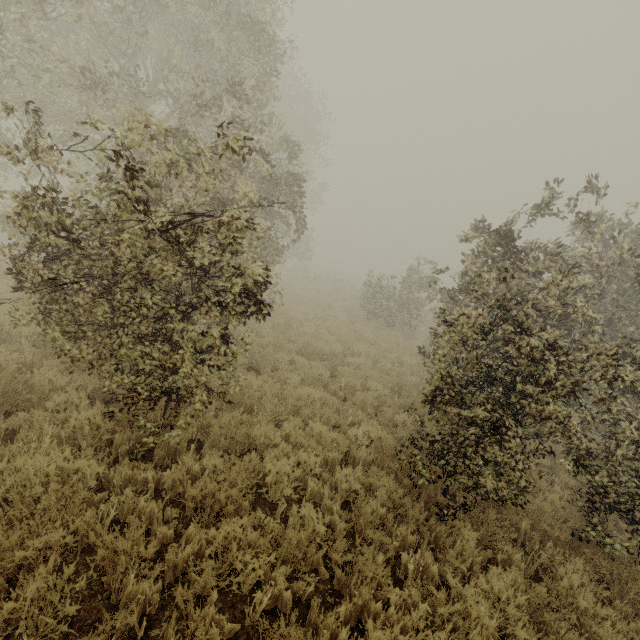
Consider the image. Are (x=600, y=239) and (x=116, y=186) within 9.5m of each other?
no
